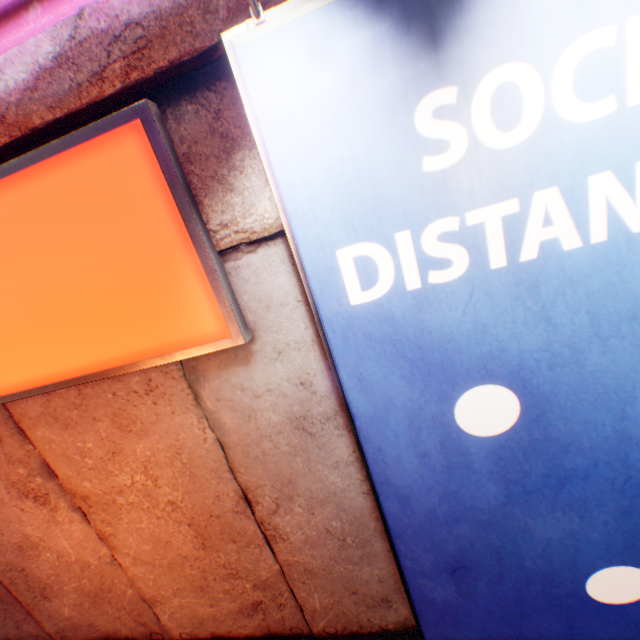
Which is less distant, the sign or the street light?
the street light

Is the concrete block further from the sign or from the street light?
the street light

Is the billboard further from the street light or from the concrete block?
the concrete block

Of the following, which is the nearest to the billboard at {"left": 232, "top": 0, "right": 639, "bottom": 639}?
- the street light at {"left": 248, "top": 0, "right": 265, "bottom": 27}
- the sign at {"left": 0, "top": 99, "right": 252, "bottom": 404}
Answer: the street light at {"left": 248, "top": 0, "right": 265, "bottom": 27}

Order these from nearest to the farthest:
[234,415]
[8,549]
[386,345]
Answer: [386,345] < [234,415] < [8,549]

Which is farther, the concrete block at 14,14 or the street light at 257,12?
the concrete block at 14,14

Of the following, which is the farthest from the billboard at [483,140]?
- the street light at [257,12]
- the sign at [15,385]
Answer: the sign at [15,385]
